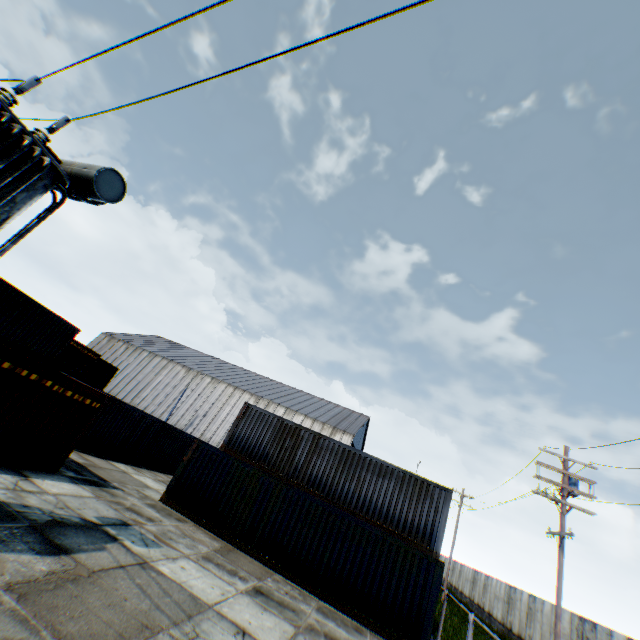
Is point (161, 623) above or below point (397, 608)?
below

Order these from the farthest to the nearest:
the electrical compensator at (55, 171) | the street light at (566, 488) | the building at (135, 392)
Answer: the building at (135, 392), the street light at (566, 488), the electrical compensator at (55, 171)

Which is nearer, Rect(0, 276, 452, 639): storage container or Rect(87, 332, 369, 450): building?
Rect(0, 276, 452, 639): storage container

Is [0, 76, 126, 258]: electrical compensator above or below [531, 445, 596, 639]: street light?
below

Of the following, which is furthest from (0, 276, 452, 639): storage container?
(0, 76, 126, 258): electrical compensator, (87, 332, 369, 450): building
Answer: (87, 332, 369, 450): building

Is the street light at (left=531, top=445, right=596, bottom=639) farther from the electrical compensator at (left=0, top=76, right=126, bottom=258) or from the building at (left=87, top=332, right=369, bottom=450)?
the building at (left=87, top=332, right=369, bottom=450)

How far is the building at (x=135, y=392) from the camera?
43.81m

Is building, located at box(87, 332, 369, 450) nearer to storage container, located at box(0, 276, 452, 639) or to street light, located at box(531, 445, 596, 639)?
storage container, located at box(0, 276, 452, 639)
